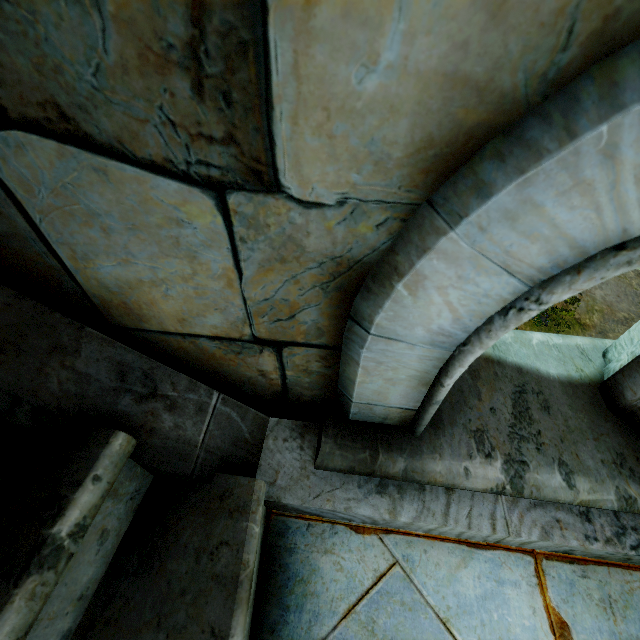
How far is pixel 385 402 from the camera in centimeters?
102cm
